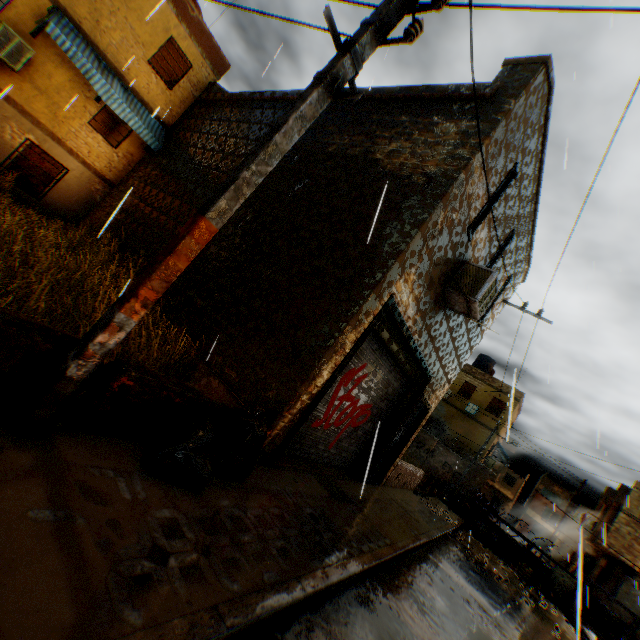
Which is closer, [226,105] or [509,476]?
[226,105]

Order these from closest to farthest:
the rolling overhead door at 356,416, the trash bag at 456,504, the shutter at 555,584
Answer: the rolling overhead door at 356,416 < the shutter at 555,584 < the trash bag at 456,504

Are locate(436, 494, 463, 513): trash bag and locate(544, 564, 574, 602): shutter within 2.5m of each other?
no

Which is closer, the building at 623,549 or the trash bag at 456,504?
the trash bag at 456,504

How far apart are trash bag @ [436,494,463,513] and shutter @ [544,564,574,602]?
4.3 meters

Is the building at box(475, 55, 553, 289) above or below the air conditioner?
above

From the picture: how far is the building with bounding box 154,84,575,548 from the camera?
5.13m
